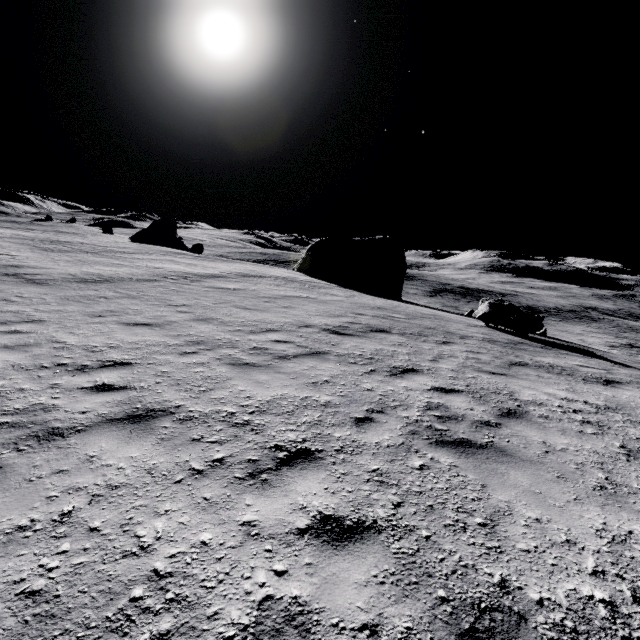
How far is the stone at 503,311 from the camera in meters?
14.5

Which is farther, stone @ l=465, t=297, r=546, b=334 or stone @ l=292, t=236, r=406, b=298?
stone @ l=292, t=236, r=406, b=298

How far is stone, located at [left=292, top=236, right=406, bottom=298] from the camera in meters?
32.5

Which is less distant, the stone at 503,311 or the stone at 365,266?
the stone at 503,311

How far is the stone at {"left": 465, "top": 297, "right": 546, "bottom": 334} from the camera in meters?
14.5

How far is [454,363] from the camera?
8.11m
